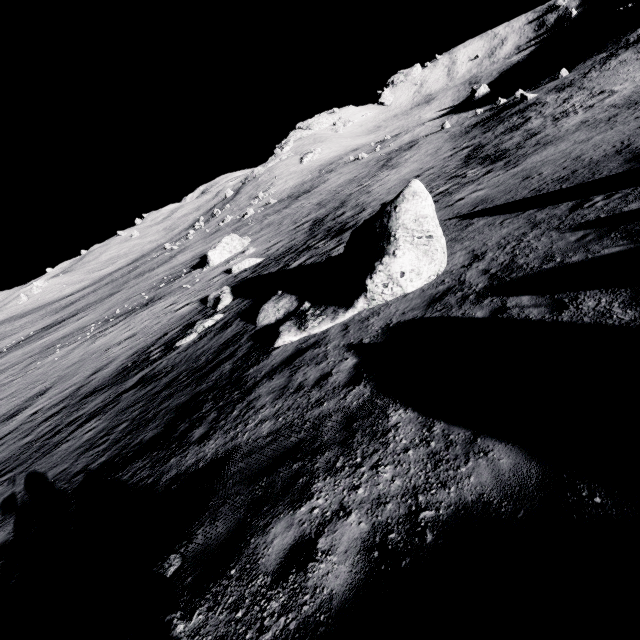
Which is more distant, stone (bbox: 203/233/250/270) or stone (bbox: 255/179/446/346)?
stone (bbox: 203/233/250/270)

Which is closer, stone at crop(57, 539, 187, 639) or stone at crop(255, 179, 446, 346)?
stone at crop(57, 539, 187, 639)

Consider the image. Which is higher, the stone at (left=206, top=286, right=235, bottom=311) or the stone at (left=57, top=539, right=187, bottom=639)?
the stone at (left=57, top=539, right=187, bottom=639)

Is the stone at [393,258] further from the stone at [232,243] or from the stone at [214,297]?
the stone at [232,243]

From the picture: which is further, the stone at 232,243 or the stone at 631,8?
the stone at 631,8

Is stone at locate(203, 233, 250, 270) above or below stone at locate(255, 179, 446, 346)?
below

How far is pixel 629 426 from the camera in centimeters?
360cm

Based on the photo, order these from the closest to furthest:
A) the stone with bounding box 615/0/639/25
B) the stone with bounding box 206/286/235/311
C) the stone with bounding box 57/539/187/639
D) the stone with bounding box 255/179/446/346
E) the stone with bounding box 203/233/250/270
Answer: the stone with bounding box 57/539/187/639
the stone with bounding box 255/179/446/346
the stone with bounding box 206/286/235/311
the stone with bounding box 203/233/250/270
the stone with bounding box 615/0/639/25
